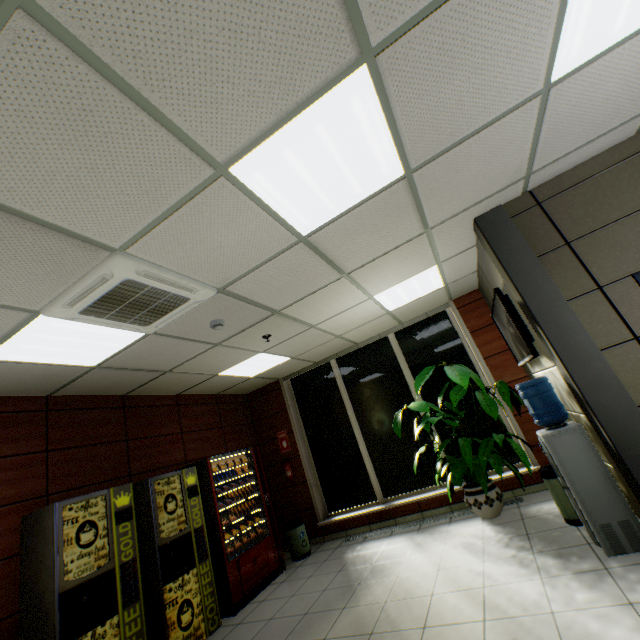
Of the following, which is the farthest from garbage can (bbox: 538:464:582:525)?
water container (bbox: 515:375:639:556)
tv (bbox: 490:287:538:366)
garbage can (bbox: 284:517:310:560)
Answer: garbage can (bbox: 284:517:310:560)

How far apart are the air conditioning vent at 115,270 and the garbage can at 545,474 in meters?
4.2

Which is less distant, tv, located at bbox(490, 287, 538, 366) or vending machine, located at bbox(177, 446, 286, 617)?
tv, located at bbox(490, 287, 538, 366)

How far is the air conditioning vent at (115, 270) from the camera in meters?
2.4 m

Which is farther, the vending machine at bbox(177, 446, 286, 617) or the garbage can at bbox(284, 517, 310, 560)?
the garbage can at bbox(284, 517, 310, 560)

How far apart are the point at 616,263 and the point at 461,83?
2.2m

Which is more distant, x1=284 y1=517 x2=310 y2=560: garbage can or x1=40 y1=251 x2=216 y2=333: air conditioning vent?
x1=284 y1=517 x2=310 y2=560: garbage can

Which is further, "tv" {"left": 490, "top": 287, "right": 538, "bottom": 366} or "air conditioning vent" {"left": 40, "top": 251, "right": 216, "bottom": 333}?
"tv" {"left": 490, "top": 287, "right": 538, "bottom": 366}
